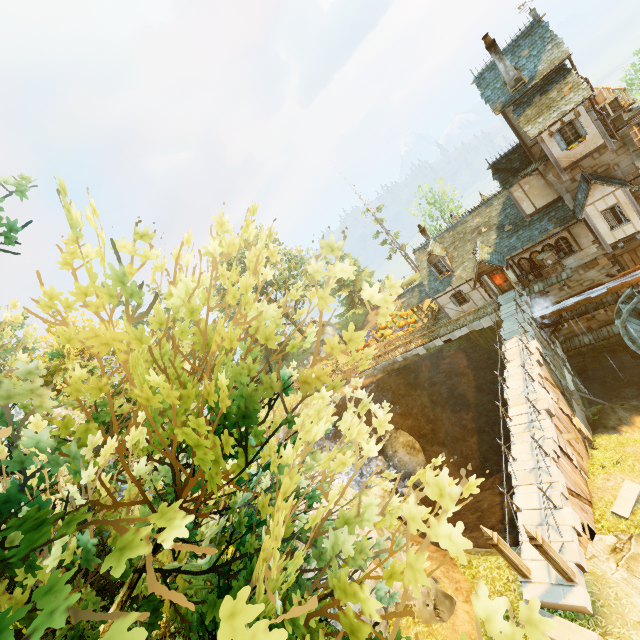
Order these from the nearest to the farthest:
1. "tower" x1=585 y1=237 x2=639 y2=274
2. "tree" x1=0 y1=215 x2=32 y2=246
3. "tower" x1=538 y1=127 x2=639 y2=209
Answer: "tree" x1=0 y1=215 x2=32 y2=246
"tower" x1=538 y1=127 x2=639 y2=209
"tower" x1=585 y1=237 x2=639 y2=274

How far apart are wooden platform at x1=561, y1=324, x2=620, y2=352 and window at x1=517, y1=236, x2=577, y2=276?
6.64m

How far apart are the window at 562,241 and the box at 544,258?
0.0 meters

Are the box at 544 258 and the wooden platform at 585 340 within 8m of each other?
yes

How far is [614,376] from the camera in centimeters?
2416cm

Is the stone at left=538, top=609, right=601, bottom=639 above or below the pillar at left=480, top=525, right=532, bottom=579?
below

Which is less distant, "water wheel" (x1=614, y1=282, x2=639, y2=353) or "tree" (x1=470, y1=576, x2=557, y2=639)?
"tree" (x1=470, y1=576, x2=557, y2=639)

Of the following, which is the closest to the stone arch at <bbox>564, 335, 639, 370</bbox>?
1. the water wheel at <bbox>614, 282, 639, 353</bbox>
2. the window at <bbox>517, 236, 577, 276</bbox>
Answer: the water wheel at <bbox>614, 282, 639, 353</bbox>
